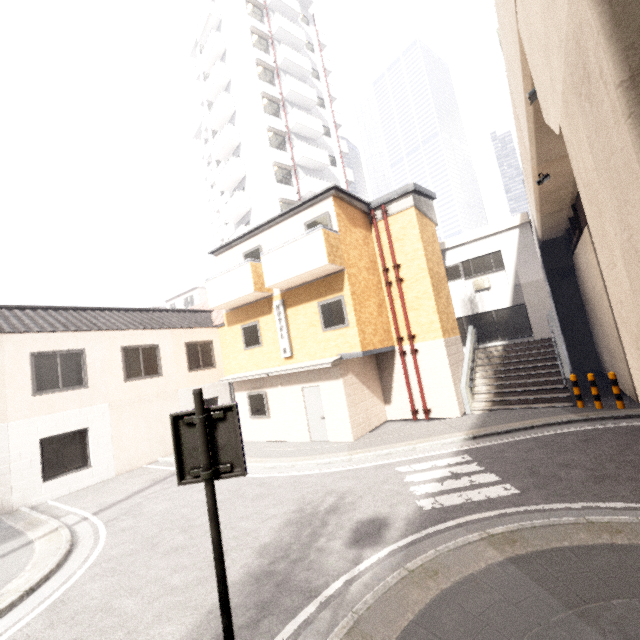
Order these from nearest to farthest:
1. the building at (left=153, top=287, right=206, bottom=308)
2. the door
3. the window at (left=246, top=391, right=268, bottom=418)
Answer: the door
the window at (left=246, top=391, right=268, bottom=418)
the building at (left=153, top=287, right=206, bottom=308)

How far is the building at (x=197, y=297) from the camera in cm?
3947

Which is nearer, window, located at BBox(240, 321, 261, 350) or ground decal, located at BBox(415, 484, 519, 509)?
ground decal, located at BBox(415, 484, 519, 509)

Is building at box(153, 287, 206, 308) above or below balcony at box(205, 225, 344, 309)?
above

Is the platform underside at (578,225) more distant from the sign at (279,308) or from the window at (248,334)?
the window at (248,334)

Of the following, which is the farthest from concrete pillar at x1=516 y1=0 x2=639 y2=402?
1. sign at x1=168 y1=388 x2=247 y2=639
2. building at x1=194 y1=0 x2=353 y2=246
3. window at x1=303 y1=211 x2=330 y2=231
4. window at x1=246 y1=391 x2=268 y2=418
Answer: building at x1=194 y1=0 x2=353 y2=246

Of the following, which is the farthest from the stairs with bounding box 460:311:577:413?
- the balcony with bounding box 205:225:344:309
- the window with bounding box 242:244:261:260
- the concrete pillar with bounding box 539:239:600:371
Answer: the window with bounding box 242:244:261:260

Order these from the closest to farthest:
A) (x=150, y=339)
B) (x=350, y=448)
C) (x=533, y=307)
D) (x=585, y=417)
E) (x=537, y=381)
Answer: (x=585, y=417), (x=350, y=448), (x=537, y=381), (x=150, y=339), (x=533, y=307)
